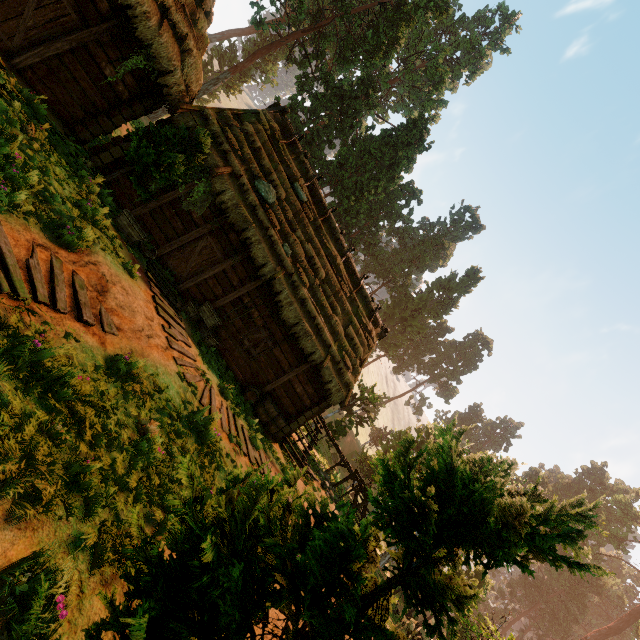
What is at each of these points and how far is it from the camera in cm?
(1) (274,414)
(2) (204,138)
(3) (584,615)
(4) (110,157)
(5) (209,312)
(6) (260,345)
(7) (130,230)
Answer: (1) barrel, 1226
(2) treerock, 967
(3) treerock, 4697
(4) building, 1020
(5) basket, 1117
(6) bp, 1303
(7) basket, 919

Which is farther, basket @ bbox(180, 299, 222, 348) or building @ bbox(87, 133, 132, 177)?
basket @ bbox(180, 299, 222, 348)

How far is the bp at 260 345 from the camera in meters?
12.7 m

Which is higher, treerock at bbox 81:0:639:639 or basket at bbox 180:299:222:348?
treerock at bbox 81:0:639:639

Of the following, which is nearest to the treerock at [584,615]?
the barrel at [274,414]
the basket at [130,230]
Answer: the basket at [130,230]

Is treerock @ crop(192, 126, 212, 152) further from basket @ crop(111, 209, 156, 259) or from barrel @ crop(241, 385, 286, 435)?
barrel @ crop(241, 385, 286, 435)

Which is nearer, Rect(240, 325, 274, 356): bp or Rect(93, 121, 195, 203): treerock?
Rect(93, 121, 195, 203): treerock

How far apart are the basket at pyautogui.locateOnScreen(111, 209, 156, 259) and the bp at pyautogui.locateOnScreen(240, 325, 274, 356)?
4.2 meters
